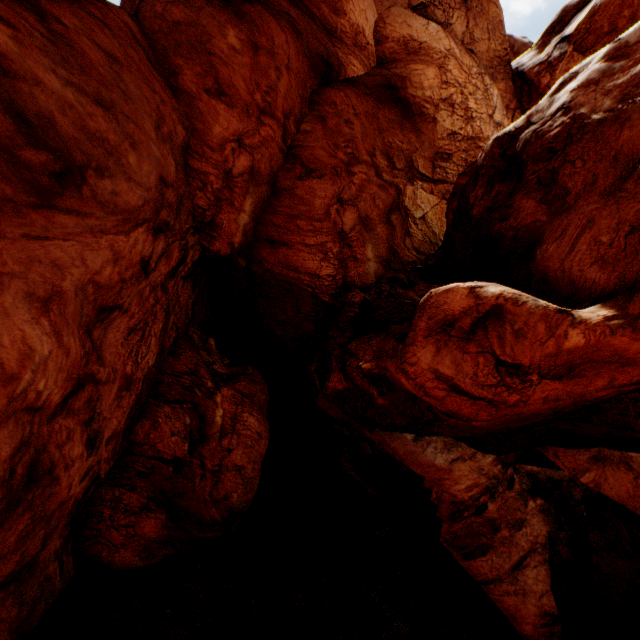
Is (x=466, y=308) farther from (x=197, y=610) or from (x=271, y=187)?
(x=197, y=610)
